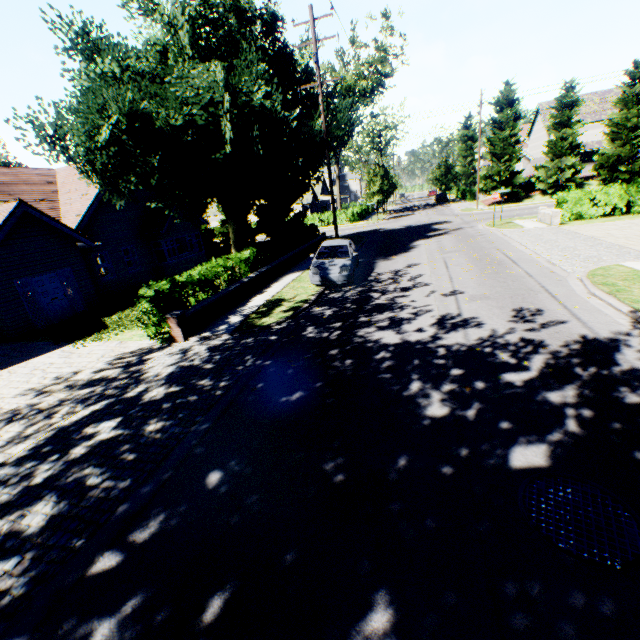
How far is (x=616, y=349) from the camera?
6.6 meters

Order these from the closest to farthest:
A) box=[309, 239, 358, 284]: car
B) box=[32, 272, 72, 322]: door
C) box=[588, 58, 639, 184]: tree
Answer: box=[309, 239, 358, 284]: car, box=[32, 272, 72, 322]: door, box=[588, 58, 639, 184]: tree

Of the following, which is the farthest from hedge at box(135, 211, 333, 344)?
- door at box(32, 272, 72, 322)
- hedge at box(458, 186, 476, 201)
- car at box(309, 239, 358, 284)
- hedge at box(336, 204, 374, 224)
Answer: hedge at box(458, 186, 476, 201)

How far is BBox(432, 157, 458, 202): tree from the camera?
49.8 meters

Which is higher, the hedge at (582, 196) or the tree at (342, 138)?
the tree at (342, 138)

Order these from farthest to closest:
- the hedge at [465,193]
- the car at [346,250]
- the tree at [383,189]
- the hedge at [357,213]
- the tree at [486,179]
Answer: the hedge at [465,193], the hedge at [357,213], the tree at [383,189], the tree at [486,179], the car at [346,250]

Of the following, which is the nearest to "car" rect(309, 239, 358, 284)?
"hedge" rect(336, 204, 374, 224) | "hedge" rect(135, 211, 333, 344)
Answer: "hedge" rect(135, 211, 333, 344)
